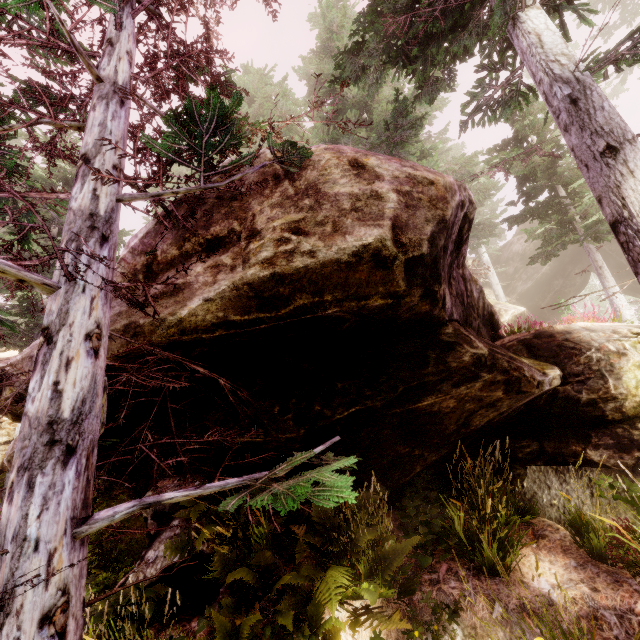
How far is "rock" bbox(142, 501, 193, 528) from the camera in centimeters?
541cm

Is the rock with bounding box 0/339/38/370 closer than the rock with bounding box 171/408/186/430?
Yes

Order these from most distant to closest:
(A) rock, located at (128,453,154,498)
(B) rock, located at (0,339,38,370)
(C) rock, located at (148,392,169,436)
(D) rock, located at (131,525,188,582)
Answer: (A) rock, located at (128,453,154,498), (C) rock, located at (148,392,169,436), (D) rock, located at (131,525,188,582), (B) rock, located at (0,339,38,370)

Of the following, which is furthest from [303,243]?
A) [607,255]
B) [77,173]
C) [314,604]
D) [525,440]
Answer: [607,255]

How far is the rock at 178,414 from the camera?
4.9m

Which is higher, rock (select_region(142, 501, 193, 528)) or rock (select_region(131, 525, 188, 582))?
rock (select_region(142, 501, 193, 528))
